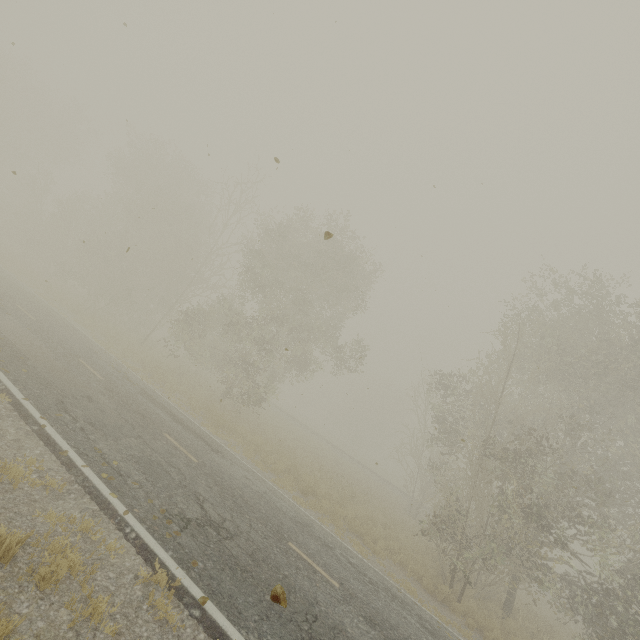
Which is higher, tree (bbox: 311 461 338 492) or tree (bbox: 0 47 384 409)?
tree (bbox: 0 47 384 409)

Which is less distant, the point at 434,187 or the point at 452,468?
the point at 434,187

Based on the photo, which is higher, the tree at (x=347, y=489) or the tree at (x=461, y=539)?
the tree at (x=461, y=539)

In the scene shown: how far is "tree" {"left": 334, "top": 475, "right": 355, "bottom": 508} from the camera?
16.03m

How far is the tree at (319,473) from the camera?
15.9 meters
